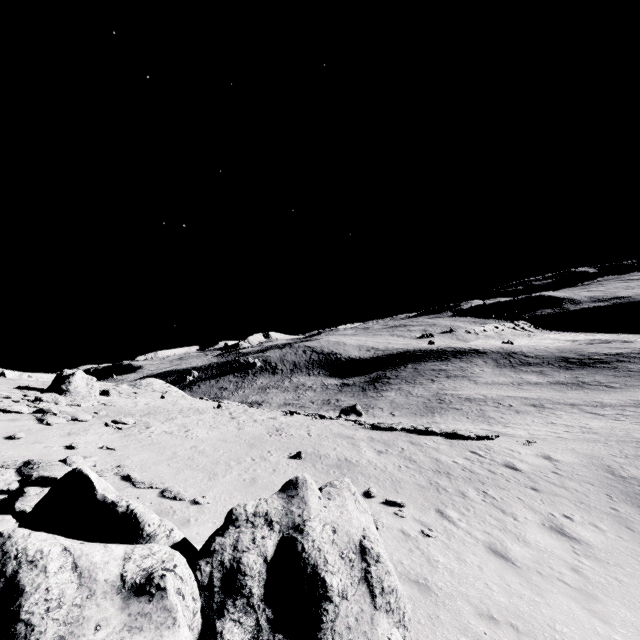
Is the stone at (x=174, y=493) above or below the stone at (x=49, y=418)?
below

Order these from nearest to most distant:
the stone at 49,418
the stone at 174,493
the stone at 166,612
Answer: the stone at 166,612 < the stone at 174,493 < the stone at 49,418

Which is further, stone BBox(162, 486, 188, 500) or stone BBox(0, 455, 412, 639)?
stone BBox(162, 486, 188, 500)

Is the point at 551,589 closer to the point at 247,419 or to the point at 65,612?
the point at 65,612

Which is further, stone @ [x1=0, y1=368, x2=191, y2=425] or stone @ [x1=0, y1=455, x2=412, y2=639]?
stone @ [x1=0, y1=368, x2=191, y2=425]

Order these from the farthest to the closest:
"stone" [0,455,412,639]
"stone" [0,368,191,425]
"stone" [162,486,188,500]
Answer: "stone" [0,368,191,425], "stone" [162,486,188,500], "stone" [0,455,412,639]

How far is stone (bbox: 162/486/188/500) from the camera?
9.9m
